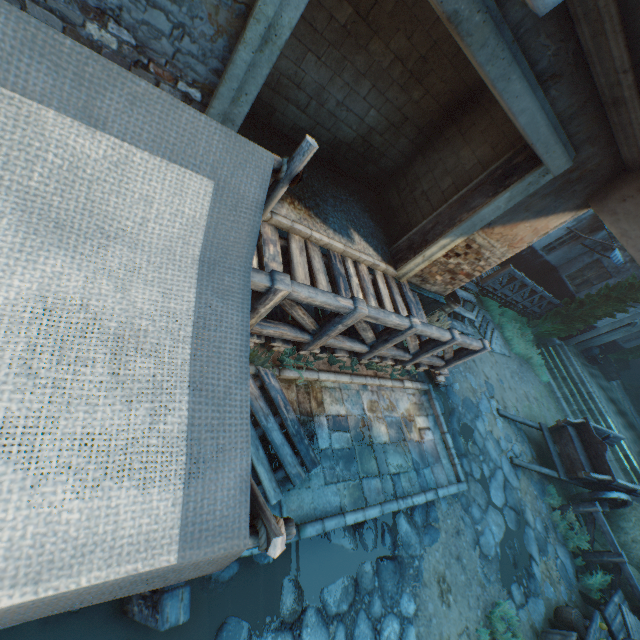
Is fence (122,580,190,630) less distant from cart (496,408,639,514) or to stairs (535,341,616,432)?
cart (496,408,639,514)

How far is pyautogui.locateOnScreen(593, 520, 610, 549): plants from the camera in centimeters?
844cm

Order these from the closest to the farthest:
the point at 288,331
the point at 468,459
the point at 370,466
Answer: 1. the point at 288,331
2. the point at 370,466
3. the point at 468,459

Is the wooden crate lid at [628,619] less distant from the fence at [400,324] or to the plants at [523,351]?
the fence at [400,324]

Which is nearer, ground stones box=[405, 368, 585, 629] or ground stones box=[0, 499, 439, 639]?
ground stones box=[0, 499, 439, 639]

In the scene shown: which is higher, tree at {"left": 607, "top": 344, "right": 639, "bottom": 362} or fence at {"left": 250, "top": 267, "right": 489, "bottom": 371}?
tree at {"left": 607, "top": 344, "right": 639, "bottom": 362}

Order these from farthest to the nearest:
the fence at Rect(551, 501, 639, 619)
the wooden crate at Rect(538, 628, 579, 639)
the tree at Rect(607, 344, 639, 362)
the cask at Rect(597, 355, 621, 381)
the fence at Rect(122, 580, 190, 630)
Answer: the tree at Rect(607, 344, 639, 362) → the cask at Rect(597, 355, 621, 381) → the fence at Rect(551, 501, 639, 619) → the wooden crate at Rect(538, 628, 579, 639) → the fence at Rect(122, 580, 190, 630)

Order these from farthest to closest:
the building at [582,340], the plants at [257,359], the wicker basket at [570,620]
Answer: the building at [582,340]
the wicker basket at [570,620]
the plants at [257,359]
